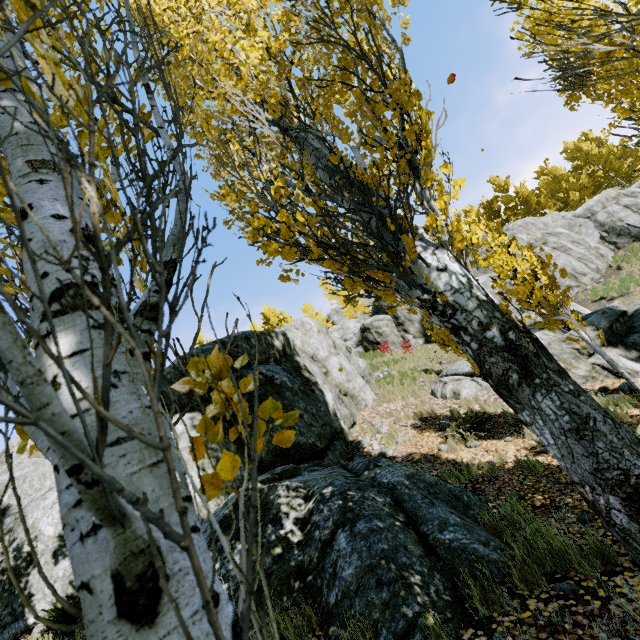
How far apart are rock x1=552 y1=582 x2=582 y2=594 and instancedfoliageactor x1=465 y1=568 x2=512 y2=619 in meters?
0.5 m

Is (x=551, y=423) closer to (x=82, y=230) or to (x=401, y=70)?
(x=82, y=230)

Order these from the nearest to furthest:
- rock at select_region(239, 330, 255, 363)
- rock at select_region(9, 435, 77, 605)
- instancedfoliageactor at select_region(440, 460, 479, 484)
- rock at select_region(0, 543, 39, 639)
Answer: rock at select_region(0, 543, 39, 639), rock at select_region(9, 435, 77, 605), instancedfoliageactor at select_region(440, 460, 479, 484), rock at select_region(239, 330, 255, 363)

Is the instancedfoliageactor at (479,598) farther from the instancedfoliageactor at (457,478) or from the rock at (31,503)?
the instancedfoliageactor at (457,478)

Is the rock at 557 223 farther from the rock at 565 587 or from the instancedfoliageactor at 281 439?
the rock at 565 587

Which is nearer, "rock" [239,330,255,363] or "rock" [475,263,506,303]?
"rock" [239,330,255,363]

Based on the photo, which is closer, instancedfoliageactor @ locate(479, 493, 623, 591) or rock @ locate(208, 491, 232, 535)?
instancedfoliageactor @ locate(479, 493, 623, 591)

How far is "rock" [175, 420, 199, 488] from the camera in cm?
692
